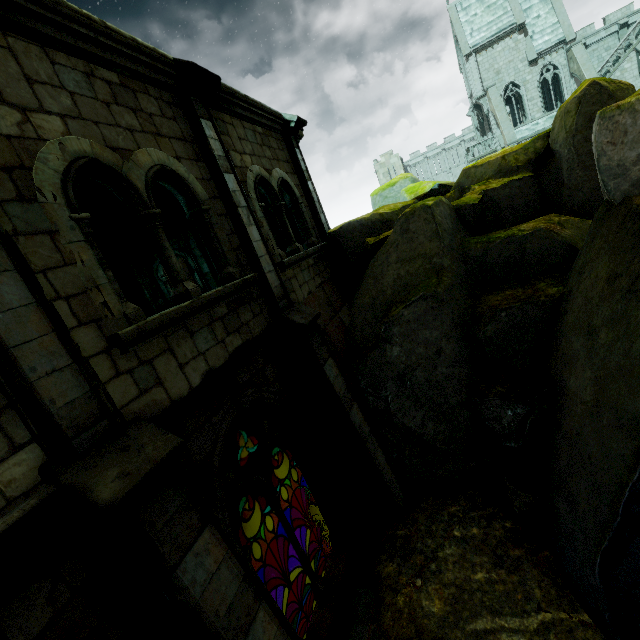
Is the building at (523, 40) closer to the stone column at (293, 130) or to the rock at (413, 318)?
the rock at (413, 318)

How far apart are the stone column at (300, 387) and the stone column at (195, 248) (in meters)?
7.49

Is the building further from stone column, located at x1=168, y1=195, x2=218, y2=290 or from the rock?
stone column, located at x1=168, y1=195, x2=218, y2=290

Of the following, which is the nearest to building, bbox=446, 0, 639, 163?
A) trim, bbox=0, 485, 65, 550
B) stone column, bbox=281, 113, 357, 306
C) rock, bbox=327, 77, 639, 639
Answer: rock, bbox=327, 77, 639, 639

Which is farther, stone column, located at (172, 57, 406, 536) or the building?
the building

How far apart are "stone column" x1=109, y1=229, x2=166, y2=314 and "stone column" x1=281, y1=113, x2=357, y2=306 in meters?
8.5

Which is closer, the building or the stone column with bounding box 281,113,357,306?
the stone column with bounding box 281,113,357,306

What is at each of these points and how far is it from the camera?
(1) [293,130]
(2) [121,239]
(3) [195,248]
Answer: (1) stone column, 8.5m
(2) stone column, 14.0m
(3) stone column, 12.8m
